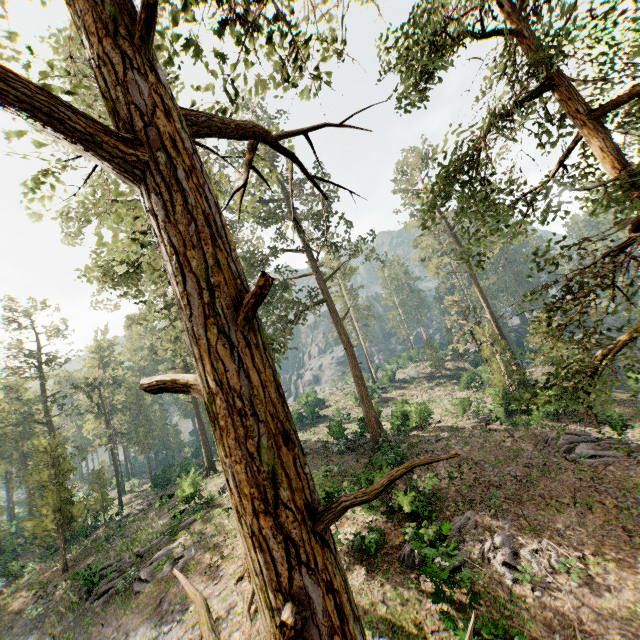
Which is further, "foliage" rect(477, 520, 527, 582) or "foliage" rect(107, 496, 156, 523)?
"foliage" rect(107, 496, 156, 523)

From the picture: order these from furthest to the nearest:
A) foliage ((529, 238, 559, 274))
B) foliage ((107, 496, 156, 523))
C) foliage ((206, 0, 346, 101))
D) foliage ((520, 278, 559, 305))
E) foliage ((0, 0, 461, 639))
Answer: foliage ((107, 496, 156, 523)) → foliage ((529, 238, 559, 274)) → foliage ((520, 278, 559, 305)) → foliage ((206, 0, 346, 101)) → foliage ((0, 0, 461, 639))

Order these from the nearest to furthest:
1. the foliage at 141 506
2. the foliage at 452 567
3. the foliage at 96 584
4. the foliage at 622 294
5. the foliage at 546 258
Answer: the foliage at 96 584, the foliage at 622 294, the foliage at 546 258, the foliage at 452 567, the foliage at 141 506

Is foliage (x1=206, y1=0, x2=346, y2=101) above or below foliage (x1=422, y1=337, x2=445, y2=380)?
above

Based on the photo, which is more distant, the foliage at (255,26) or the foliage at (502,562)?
the foliage at (502,562)

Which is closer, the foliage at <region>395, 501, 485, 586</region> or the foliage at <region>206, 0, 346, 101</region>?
the foliage at <region>206, 0, 346, 101</region>

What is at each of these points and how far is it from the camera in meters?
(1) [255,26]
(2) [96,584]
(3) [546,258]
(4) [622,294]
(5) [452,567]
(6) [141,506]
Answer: (1) foliage, 5.3 m
(2) foliage, 20.0 m
(3) foliage, 11.6 m
(4) foliage, 11.4 m
(5) foliage, 14.3 m
(6) foliage, 34.9 m
